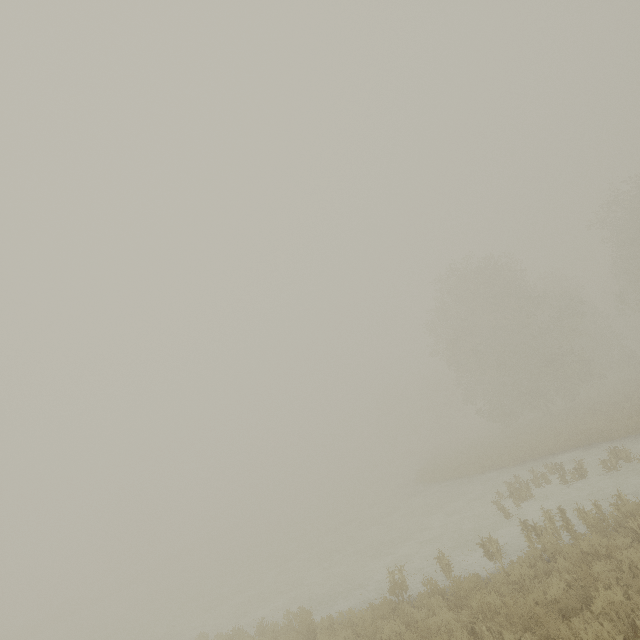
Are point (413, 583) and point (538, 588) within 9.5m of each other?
yes
